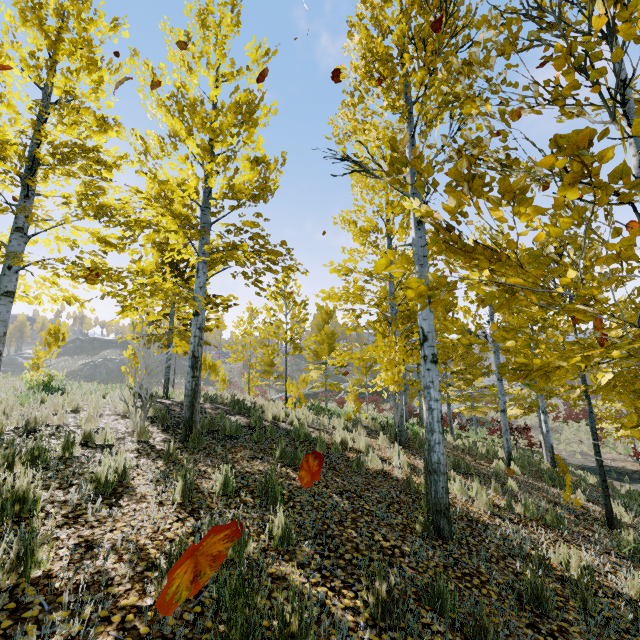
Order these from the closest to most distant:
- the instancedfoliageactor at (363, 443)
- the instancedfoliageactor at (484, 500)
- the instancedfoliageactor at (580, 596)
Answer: the instancedfoliageactor at (580, 596), the instancedfoliageactor at (484, 500), the instancedfoliageactor at (363, 443)

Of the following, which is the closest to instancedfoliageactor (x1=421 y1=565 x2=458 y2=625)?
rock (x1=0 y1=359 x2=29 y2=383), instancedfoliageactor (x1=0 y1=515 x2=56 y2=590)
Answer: instancedfoliageactor (x1=0 y1=515 x2=56 y2=590)

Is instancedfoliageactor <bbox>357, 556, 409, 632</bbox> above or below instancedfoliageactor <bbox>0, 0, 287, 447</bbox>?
below

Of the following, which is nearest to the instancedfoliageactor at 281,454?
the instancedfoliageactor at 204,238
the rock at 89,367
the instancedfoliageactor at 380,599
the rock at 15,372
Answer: the instancedfoliageactor at 204,238

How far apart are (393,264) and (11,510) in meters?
3.8 m

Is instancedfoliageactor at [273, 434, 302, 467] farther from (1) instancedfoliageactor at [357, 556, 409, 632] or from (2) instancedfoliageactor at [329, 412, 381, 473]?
(1) instancedfoliageactor at [357, 556, 409, 632]

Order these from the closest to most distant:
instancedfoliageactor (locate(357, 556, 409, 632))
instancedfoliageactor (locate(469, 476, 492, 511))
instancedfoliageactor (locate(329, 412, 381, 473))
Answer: instancedfoliageactor (locate(357, 556, 409, 632)) < instancedfoliageactor (locate(469, 476, 492, 511)) < instancedfoliageactor (locate(329, 412, 381, 473))

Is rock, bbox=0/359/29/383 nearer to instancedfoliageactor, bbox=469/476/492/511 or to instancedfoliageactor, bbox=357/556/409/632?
instancedfoliageactor, bbox=469/476/492/511
